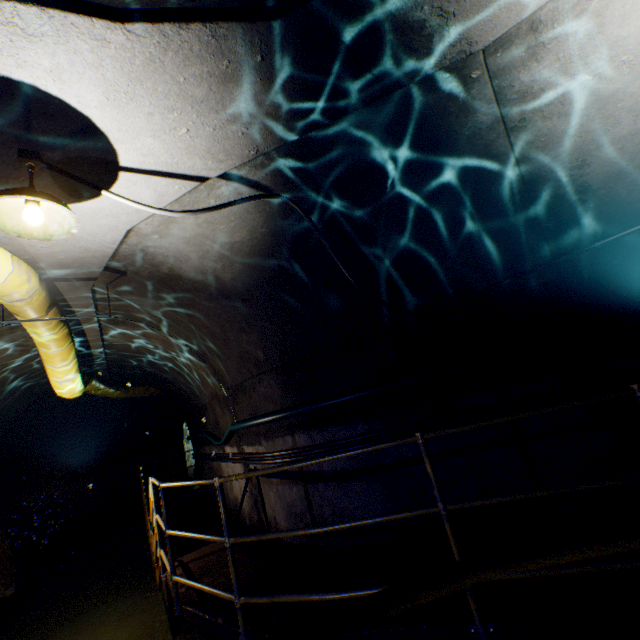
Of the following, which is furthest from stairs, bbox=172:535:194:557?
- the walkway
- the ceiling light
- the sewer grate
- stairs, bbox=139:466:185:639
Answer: the ceiling light

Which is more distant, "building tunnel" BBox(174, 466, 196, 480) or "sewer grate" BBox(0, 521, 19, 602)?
"building tunnel" BBox(174, 466, 196, 480)

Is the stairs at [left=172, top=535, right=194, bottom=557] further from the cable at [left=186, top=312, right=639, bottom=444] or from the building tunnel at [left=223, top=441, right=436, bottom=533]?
the cable at [left=186, top=312, right=639, bottom=444]

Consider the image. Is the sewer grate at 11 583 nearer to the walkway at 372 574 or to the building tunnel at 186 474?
the building tunnel at 186 474

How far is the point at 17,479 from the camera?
8.84m

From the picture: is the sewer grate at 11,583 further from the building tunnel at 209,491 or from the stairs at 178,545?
the stairs at 178,545

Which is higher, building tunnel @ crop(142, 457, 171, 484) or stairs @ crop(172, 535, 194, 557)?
building tunnel @ crop(142, 457, 171, 484)

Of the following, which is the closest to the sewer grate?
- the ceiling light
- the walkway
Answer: the walkway
